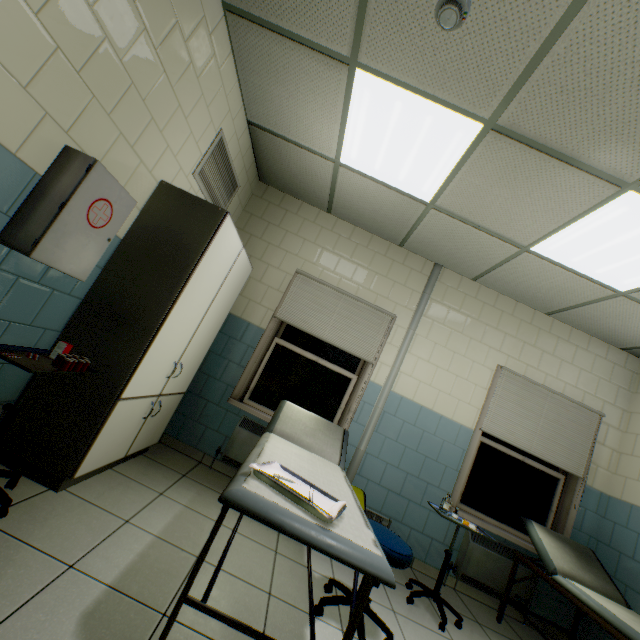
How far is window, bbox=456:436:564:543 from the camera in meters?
3.7 m

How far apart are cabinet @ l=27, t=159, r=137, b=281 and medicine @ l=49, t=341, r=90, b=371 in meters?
0.5 m

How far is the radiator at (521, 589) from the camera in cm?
329

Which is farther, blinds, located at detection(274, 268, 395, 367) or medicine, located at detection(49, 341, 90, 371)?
blinds, located at detection(274, 268, 395, 367)

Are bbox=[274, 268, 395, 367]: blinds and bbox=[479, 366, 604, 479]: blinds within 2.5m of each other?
yes

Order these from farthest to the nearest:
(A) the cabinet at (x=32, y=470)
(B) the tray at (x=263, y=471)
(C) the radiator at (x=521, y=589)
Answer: (C) the radiator at (x=521, y=589), (A) the cabinet at (x=32, y=470), (B) the tray at (x=263, y=471)

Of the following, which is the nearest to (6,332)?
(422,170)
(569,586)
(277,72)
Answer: (277,72)

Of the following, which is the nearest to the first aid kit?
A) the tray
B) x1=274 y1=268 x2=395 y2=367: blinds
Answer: the tray
